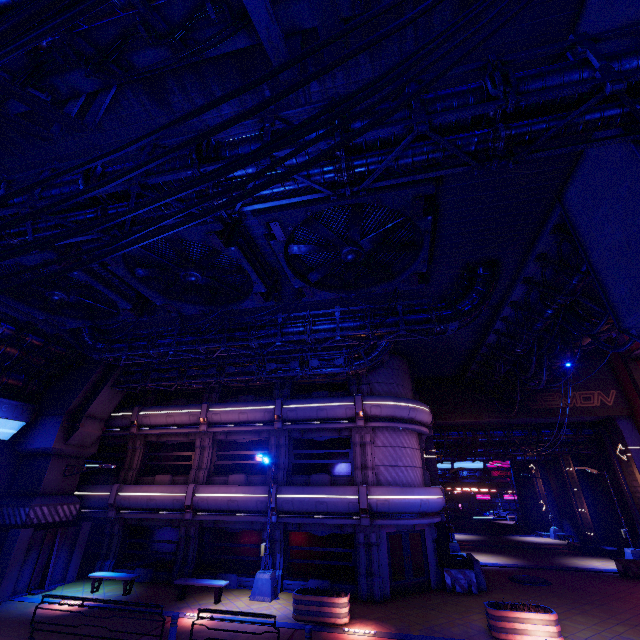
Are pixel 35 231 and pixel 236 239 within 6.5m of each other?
yes

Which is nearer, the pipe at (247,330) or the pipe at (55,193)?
the pipe at (55,193)

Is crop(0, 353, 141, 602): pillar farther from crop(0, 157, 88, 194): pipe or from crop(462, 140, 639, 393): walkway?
crop(462, 140, 639, 393): walkway

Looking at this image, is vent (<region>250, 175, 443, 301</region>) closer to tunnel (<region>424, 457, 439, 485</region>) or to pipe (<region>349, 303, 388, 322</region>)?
pipe (<region>349, 303, 388, 322</region>)

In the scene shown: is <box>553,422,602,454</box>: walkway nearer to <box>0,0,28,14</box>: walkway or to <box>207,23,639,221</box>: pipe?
<box>0,0,28,14</box>: walkway

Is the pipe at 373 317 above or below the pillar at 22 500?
above

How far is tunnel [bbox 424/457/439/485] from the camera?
23.44m

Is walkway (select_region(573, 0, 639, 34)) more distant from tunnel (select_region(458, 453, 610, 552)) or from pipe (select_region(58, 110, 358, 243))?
tunnel (select_region(458, 453, 610, 552))
